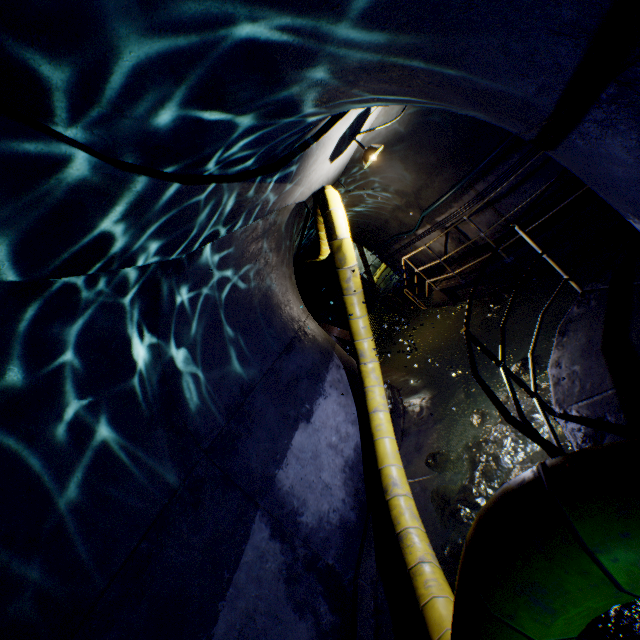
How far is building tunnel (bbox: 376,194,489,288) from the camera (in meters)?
7.73

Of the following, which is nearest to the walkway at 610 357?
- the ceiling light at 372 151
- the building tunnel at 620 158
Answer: the building tunnel at 620 158

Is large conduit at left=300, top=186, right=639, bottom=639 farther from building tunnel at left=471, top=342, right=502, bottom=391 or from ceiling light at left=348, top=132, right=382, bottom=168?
ceiling light at left=348, top=132, right=382, bottom=168

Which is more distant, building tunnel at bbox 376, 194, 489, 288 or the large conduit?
building tunnel at bbox 376, 194, 489, 288

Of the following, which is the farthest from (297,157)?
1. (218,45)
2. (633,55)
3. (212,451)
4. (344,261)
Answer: (212,451)

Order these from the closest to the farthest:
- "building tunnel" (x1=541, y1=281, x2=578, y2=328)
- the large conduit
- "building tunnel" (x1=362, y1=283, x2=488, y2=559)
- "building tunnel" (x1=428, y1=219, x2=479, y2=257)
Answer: the large conduit < "building tunnel" (x1=362, y1=283, x2=488, y2=559) < "building tunnel" (x1=541, y1=281, x2=578, y2=328) < "building tunnel" (x1=428, y1=219, x2=479, y2=257)

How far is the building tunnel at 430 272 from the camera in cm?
1079

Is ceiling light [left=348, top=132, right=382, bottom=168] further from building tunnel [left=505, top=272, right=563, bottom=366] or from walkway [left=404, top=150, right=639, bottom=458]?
walkway [left=404, top=150, right=639, bottom=458]
